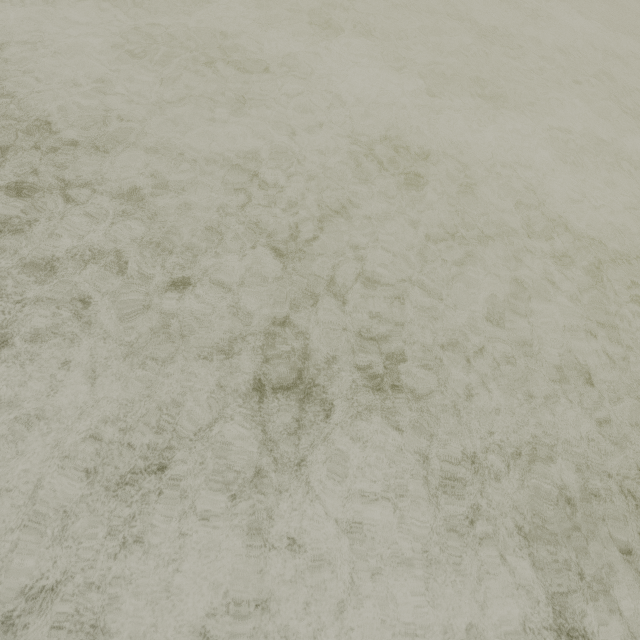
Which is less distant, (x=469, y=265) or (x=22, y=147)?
(x=22, y=147)
